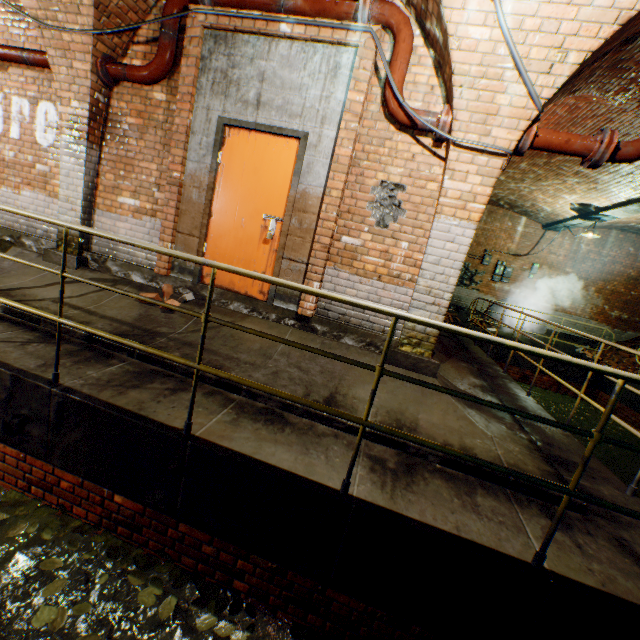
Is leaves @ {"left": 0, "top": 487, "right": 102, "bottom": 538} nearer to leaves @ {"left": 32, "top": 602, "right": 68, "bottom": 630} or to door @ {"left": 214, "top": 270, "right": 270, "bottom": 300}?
leaves @ {"left": 32, "top": 602, "right": 68, "bottom": 630}

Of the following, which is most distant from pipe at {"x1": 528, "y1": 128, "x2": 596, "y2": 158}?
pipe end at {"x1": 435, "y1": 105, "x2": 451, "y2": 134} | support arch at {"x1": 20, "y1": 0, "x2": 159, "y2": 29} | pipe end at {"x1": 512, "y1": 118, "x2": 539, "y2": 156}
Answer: support arch at {"x1": 20, "y1": 0, "x2": 159, "y2": 29}

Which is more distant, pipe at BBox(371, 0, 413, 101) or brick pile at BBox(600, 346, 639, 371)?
brick pile at BBox(600, 346, 639, 371)

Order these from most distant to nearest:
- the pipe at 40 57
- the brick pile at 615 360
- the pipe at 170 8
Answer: the brick pile at 615 360 < the pipe at 40 57 < the pipe at 170 8

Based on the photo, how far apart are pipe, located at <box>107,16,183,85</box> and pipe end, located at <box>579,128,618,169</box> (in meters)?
4.81

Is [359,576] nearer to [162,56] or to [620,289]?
[162,56]

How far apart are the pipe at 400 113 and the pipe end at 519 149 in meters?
0.9

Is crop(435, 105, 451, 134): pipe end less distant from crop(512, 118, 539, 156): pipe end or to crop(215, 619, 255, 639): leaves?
crop(512, 118, 539, 156): pipe end
